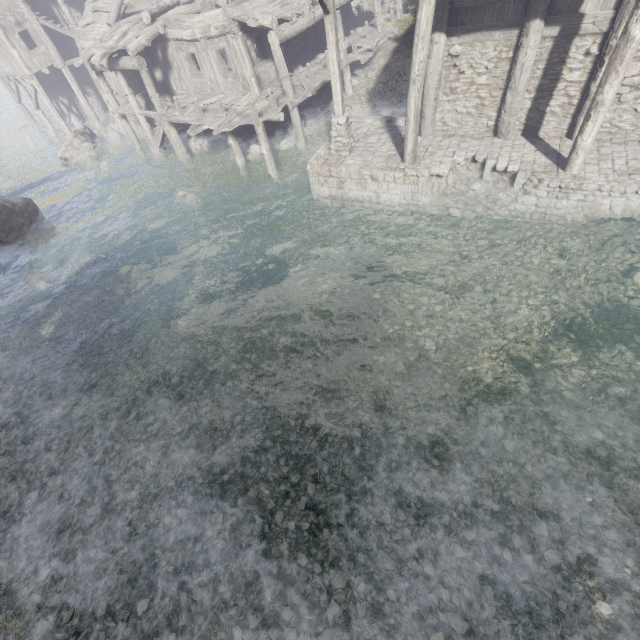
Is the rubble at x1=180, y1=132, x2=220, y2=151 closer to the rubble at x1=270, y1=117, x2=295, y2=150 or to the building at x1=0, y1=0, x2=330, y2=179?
the rubble at x1=270, y1=117, x2=295, y2=150

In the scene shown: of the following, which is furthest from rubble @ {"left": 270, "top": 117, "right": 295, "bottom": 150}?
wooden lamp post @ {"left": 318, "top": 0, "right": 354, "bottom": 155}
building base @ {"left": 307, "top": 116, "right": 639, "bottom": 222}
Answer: wooden lamp post @ {"left": 318, "top": 0, "right": 354, "bottom": 155}

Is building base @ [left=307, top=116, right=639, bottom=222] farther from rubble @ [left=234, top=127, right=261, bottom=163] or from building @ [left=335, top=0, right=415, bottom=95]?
rubble @ [left=234, top=127, right=261, bottom=163]

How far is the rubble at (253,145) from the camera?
16.64m

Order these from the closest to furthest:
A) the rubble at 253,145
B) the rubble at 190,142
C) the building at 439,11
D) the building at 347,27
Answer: the building at 439,11 → the building at 347,27 → the rubble at 253,145 → the rubble at 190,142

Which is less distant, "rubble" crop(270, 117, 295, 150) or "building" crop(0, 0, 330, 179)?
"building" crop(0, 0, 330, 179)

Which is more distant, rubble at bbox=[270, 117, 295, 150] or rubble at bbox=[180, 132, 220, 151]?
rubble at bbox=[180, 132, 220, 151]

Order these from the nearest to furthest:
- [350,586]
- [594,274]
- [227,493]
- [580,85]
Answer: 1. [350,586]
2. [227,493]
3. [594,274]
4. [580,85]
